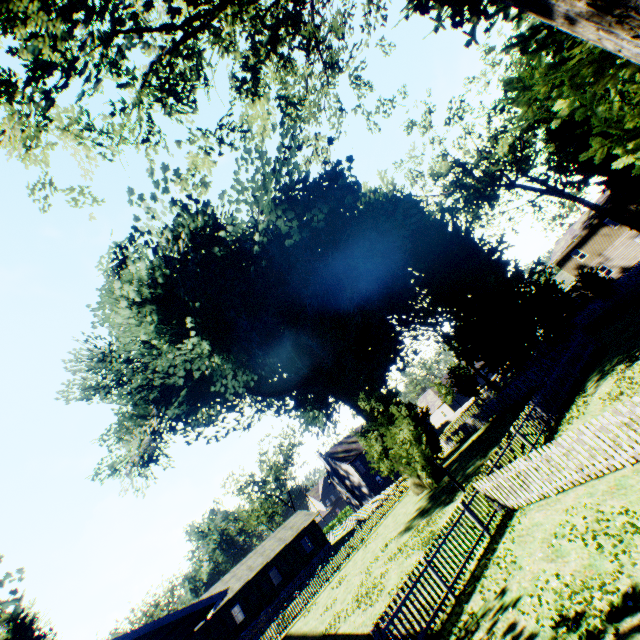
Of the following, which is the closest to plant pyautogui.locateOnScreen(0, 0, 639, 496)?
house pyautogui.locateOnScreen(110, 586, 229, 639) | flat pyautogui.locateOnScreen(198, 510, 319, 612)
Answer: house pyautogui.locateOnScreen(110, 586, 229, 639)

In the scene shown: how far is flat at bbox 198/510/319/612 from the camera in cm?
3656

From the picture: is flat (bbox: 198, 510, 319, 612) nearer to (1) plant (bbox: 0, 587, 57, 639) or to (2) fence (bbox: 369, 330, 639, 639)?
(2) fence (bbox: 369, 330, 639, 639)

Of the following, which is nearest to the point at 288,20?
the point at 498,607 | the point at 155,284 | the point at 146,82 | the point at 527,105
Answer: the point at 146,82

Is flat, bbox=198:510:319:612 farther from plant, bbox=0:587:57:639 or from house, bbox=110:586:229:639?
house, bbox=110:586:229:639

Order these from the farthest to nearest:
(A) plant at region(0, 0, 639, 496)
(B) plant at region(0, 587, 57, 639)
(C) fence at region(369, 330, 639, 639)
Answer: (B) plant at region(0, 587, 57, 639) → (C) fence at region(369, 330, 639, 639) → (A) plant at region(0, 0, 639, 496)

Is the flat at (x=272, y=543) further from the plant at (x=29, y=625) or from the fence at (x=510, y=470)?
the plant at (x=29, y=625)

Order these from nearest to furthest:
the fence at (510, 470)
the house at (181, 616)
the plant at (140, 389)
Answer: the plant at (140, 389) < the fence at (510, 470) < the house at (181, 616)
